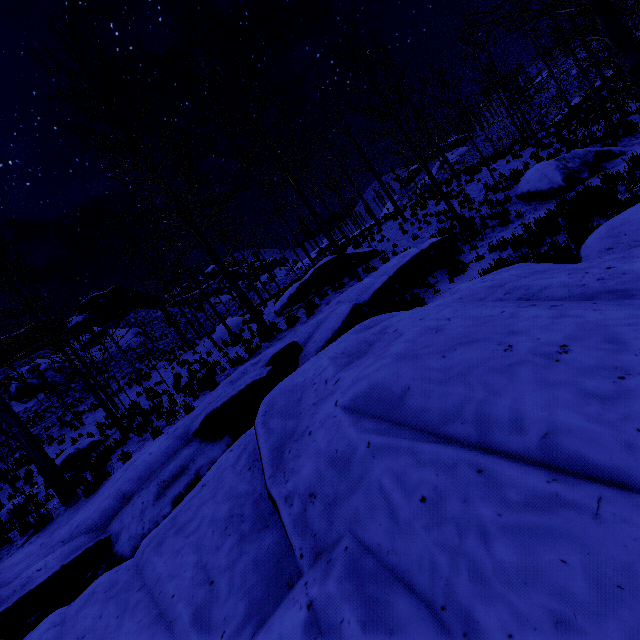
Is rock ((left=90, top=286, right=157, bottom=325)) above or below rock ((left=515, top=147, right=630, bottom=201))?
above

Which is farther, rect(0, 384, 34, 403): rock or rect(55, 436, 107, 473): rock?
rect(0, 384, 34, 403): rock

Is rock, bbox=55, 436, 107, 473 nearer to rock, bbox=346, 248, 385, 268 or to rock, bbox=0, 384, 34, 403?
rock, bbox=346, 248, 385, 268

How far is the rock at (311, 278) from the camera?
13.98m

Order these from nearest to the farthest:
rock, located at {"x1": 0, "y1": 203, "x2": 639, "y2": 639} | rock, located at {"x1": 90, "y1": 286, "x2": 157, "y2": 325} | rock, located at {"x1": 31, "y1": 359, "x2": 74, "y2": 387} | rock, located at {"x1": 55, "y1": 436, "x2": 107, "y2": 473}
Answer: rock, located at {"x1": 0, "y1": 203, "x2": 639, "y2": 639} < rock, located at {"x1": 55, "y1": 436, "x2": 107, "y2": 473} < rock, located at {"x1": 31, "y1": 359, "x2": 74, "y2": 387} < rock, located at {"x1": 90, "y1": 286, "x2": 157, "y2": 325}

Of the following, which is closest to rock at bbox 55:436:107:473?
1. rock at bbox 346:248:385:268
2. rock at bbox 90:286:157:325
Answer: rock at bbox 346:248:385:268

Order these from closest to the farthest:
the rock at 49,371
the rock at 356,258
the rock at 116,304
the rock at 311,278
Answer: the rock at 311,278 < the rock at 356,258 < the rock at 49,371 < the rock at 116,304

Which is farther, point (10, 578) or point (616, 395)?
point (10, 578)
